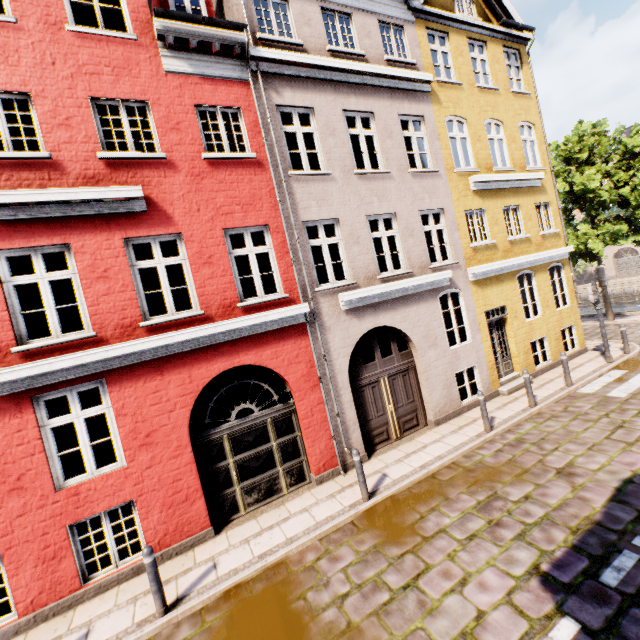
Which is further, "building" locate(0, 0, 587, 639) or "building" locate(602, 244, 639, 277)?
"building" locate(602, 244, 639, 277)

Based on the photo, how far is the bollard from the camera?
5.0m

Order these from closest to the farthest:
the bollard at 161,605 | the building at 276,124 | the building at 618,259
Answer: the bollard at 161,605
the building at 276,124
the building at 618,259

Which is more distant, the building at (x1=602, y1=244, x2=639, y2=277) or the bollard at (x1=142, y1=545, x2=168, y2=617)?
the building at (x1=602, y1=244, x2=639, y2=277)

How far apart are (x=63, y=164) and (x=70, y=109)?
1.1m

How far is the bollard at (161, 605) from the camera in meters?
5.0 m

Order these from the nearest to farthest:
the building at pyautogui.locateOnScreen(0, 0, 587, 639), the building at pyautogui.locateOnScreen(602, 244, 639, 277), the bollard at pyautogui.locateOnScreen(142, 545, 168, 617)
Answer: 1. the bollard at pyautogui.locateOnScreen(142, 545, 168, 617)
2. the building at pyautogui.locateOnScreen(0, 0, 587, 639)
3. the building at pyautogui.locateOnScreen(602, 244, 639, 277)
